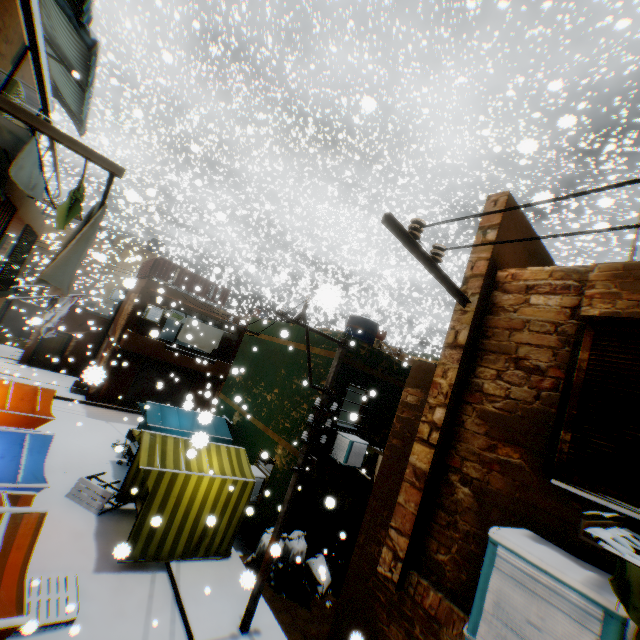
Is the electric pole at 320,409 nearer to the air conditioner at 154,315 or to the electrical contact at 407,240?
the air conditioner at 154,315

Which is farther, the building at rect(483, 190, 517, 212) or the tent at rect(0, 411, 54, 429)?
the tent at rect(0, 411, 54, 429)

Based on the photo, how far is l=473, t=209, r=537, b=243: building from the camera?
4.16m

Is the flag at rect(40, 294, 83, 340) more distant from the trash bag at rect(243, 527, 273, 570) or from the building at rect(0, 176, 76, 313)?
the trash bag at rect(243, 527, 273, 570)

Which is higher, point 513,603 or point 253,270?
point 253,270

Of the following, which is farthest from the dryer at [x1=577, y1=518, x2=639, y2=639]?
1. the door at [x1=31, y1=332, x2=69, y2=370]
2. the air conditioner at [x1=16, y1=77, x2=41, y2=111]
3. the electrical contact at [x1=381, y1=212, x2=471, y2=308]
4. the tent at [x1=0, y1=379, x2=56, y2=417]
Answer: the electrical contact at [x1=381, y1=212, x2=471, y2=308]

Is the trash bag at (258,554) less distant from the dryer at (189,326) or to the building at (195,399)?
the building at (195,399)

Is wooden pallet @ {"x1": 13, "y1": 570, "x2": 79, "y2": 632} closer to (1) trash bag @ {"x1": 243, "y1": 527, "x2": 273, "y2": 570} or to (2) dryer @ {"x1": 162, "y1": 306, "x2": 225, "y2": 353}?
(1) trash bag @ {"x1": 243, "y1": 527, "x2": 273, "y2": 570}
